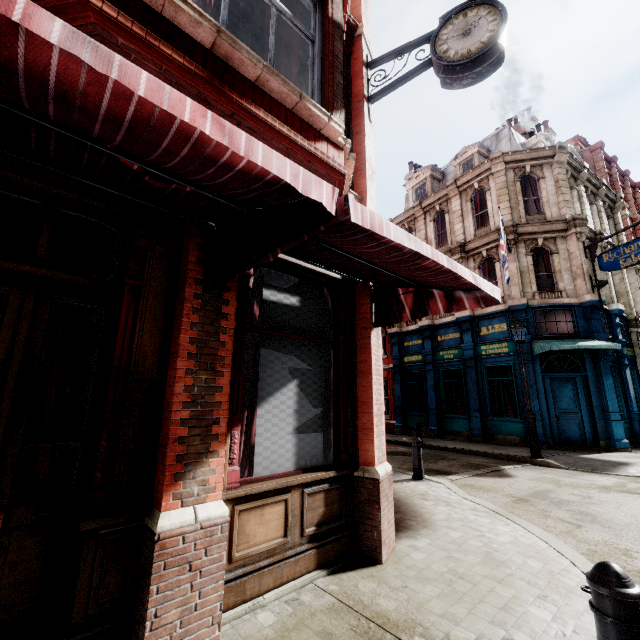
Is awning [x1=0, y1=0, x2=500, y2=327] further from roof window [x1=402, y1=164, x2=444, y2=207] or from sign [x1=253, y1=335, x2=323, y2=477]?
roof window [x1=402, y1=164, x2=444, y2=207]

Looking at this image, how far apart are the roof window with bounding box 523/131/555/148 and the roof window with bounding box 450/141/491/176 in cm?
165

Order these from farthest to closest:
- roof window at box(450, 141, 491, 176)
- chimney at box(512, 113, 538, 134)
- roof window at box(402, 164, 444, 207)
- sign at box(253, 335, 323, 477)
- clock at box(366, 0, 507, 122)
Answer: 1. chimney at box(512, 113, 538, 134)
2. roof window at box(402, 164, 444, 207)
3. roof window at box(450, 141, 491, 176)
4. clock at box(366, 0, 507, 122)
5. sign at box(253, 335, 323, 477)

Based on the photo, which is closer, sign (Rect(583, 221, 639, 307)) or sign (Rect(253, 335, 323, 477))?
sign (Rect(253, 335, 323, 477))

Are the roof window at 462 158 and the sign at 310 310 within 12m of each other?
no

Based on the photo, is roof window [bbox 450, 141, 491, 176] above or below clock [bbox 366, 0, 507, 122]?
above

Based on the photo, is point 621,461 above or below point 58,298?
below

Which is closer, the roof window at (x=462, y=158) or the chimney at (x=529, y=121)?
the roof window at (x=462, y=158)
